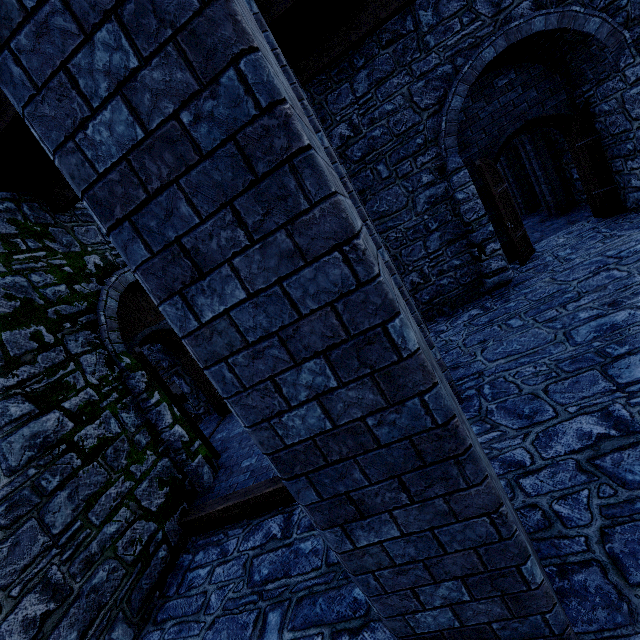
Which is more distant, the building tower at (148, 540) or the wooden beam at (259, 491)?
the wooden beam at (259, 491)

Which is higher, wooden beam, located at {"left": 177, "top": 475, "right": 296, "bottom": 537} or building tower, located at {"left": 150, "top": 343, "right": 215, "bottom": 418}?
building tower, located at {"left": 150, "top": 343, "right": 215, "bottom": 418}

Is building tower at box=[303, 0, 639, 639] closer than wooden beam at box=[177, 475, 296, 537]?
Yes

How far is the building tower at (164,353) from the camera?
8.8m

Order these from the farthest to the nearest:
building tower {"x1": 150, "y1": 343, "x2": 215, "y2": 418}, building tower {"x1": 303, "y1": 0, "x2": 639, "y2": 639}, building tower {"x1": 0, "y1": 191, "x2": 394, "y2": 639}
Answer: building tower {"x1": 150, "y1": 343, "x2": 215, "y2": 418}
building tower {"x1": 0, "y1": 191, "x2": 394, "y2": 639}
building tower {"x1": 303, "y1": 0, "x2": 639, "y2": 639}

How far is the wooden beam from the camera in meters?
4.4 m

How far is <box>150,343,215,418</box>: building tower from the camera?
8.8m

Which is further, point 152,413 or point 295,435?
point 152,413
